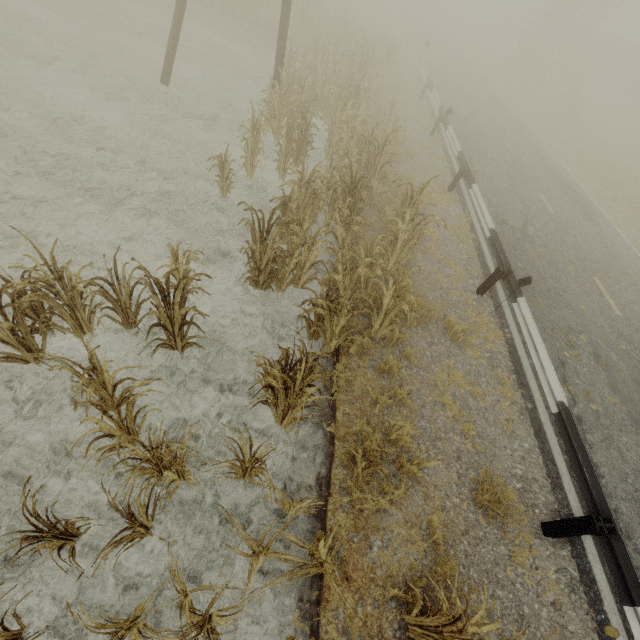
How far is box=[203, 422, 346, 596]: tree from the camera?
2.8m

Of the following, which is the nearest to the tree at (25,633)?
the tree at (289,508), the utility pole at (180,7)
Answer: the tree at (289,508)

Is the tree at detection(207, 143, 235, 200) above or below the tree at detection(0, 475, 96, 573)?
above

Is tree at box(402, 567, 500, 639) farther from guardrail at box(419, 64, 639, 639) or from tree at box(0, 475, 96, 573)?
tree at box(0, 475, 96, 573)

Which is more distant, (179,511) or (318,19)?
(318,19)

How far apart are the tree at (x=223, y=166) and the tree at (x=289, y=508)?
7.1m

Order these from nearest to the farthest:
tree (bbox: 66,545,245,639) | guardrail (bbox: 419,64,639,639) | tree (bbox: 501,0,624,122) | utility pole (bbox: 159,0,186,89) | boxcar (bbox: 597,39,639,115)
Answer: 1. tree (bbox: 66,545,245,639)
2. guardrail (bbox: 419,64,639,639)
3. utility pole (bbox: 159,0,186,89)
4. tree (bbox: 501,0,624,122)
5. boxcar (bbox: 597,39,639,115)

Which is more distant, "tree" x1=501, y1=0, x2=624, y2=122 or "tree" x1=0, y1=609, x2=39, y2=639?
"tree" x1=501, y1=0, x2=624, y2=122
